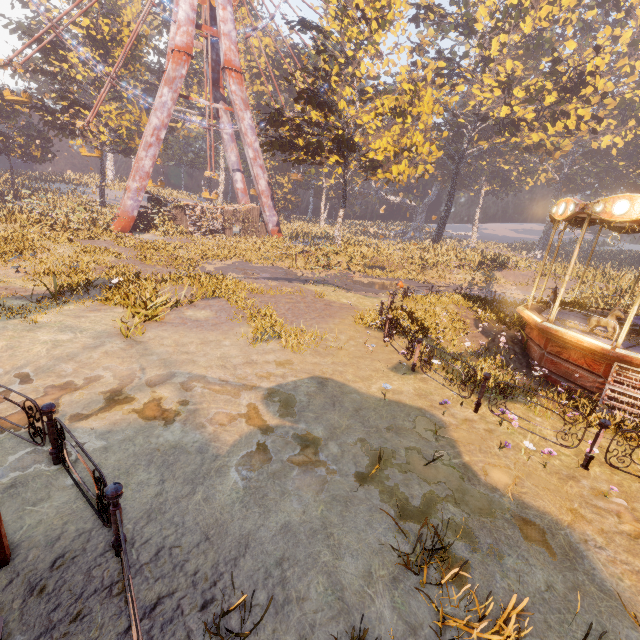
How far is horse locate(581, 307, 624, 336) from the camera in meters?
9.0

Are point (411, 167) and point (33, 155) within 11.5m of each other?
no

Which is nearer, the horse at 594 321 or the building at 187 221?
the horse at 594 321

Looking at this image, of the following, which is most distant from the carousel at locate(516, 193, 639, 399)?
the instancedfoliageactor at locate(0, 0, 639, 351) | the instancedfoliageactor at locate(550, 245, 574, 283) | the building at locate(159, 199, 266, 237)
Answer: the building at locate(159, 199, 266, 237)

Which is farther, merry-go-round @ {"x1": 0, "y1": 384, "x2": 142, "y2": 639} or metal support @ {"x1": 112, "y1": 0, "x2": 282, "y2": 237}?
metal support @ {"x1": 112, "y1": 0, "x2": 282, "y2": 237}

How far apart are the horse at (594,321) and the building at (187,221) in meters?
32.5

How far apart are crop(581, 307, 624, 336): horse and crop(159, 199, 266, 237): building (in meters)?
32.54

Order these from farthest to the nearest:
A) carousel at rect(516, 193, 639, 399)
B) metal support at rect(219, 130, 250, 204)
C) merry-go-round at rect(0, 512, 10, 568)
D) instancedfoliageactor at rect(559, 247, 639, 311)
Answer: metal support at rect(219, 130, 250, 204) < instancedfoliageactor at rect(559, 247, 639, 311) < carousel at rect(516, 193, 639, 399) < merry-go-round at rect(0, 512, 10, 568)
